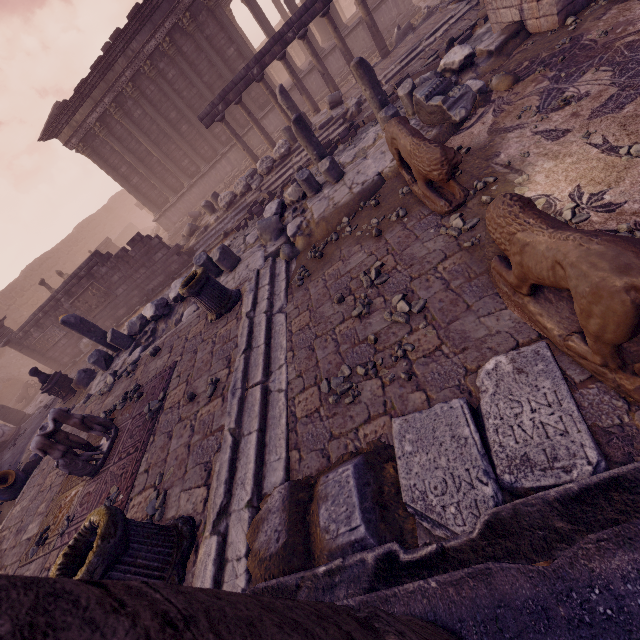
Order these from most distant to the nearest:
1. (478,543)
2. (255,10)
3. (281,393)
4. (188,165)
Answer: (188,165) → (255,10) → (281,393) → (478,543)

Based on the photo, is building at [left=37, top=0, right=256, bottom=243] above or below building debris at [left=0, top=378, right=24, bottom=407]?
above

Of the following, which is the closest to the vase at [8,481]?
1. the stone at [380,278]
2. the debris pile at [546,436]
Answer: the debris pile at [546,436]

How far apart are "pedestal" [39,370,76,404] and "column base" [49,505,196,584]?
9.77m

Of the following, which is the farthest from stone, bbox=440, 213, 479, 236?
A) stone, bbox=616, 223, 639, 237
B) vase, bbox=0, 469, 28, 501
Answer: vase, bbox=0, 469, 28, 501

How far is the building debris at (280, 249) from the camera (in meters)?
5.71

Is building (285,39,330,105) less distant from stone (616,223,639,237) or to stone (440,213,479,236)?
stone (440,213,479,236)

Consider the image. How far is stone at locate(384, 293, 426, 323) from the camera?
3.65m
